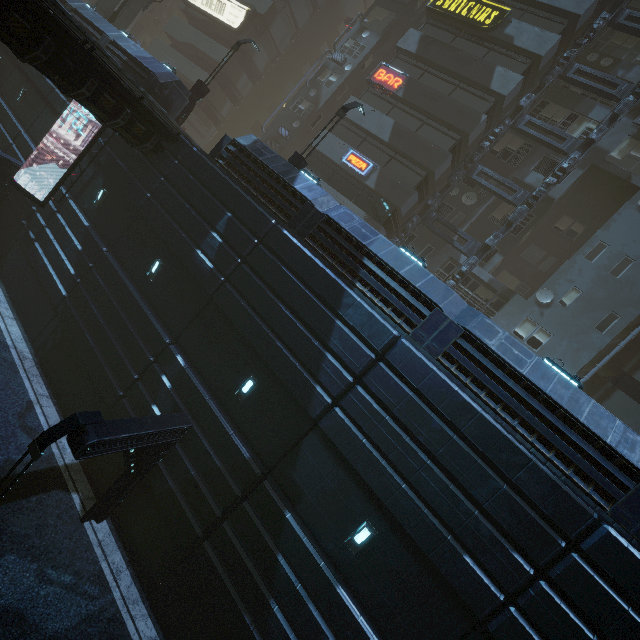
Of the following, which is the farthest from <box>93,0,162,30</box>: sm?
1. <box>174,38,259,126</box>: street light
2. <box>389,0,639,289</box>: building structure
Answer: <box>389,0,639,289</box>: building structure

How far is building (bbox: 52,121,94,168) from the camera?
16.4 meters

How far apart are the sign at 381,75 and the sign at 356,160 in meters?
4.4 m

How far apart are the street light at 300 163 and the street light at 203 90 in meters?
8.2

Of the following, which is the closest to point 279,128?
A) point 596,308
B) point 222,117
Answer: point 222,117

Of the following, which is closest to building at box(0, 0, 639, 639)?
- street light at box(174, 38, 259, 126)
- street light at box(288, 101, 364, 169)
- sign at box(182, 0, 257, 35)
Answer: sign at box(182, 0, 257, 35)

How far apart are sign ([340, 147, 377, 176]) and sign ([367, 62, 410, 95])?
4.4 meters

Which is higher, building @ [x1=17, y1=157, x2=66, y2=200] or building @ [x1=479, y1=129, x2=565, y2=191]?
building @ [x1=479, y1=129, x2=565, y2=191]
